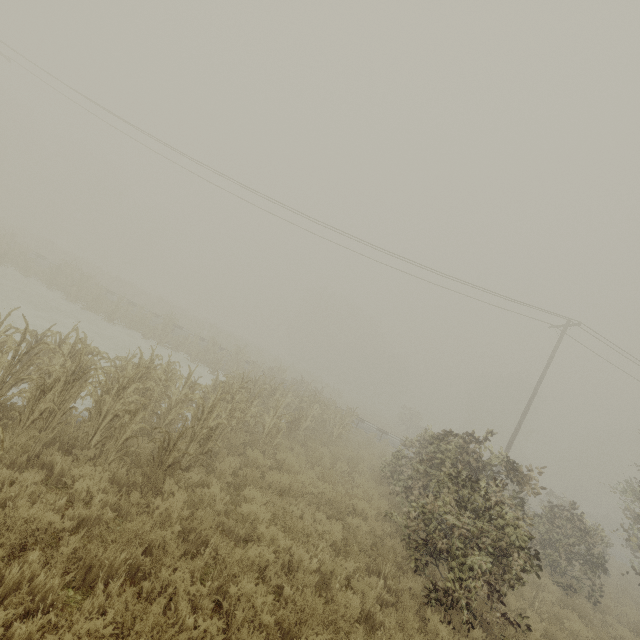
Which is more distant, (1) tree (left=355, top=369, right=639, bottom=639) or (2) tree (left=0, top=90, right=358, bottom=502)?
(1) tree (left=355, top=369, right=639, bottom=639)

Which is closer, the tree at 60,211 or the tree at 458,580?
the tree at 60,211

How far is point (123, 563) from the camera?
3.9 meters
